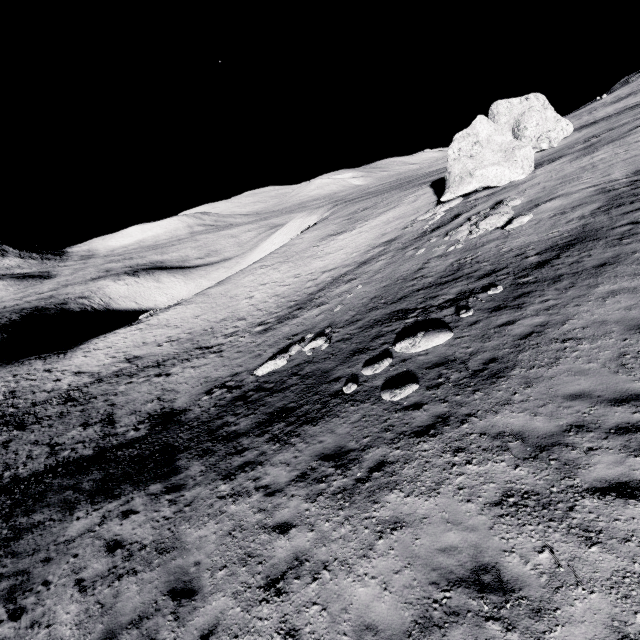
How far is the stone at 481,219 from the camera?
18.2 meters

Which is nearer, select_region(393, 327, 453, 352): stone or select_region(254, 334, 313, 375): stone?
select_region(393, 327, 453, 352): stone

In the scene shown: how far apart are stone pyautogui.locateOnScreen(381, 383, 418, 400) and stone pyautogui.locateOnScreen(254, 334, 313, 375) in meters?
8.2 m

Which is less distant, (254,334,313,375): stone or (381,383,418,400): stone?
(381,383,418,400): stone

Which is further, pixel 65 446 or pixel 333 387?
pixel 65 446

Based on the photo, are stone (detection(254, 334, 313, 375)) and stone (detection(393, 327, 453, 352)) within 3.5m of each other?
no

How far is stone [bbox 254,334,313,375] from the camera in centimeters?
1689cm

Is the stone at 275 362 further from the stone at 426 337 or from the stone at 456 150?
the stone at 456 150
